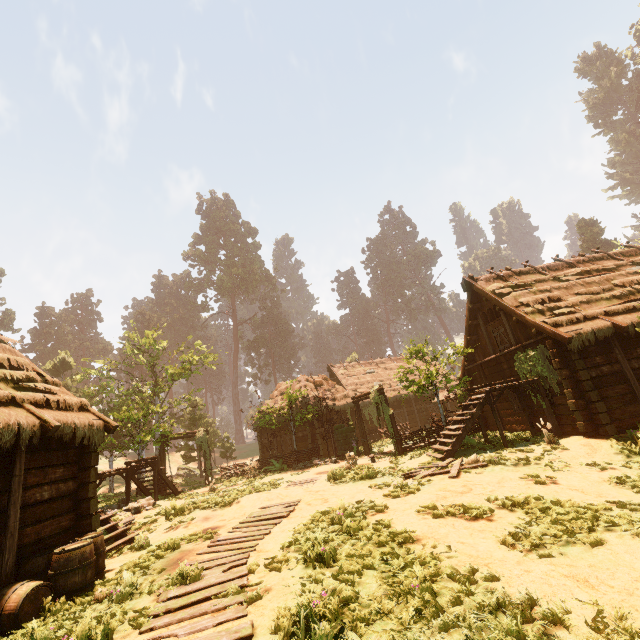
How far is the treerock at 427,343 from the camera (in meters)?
15.40

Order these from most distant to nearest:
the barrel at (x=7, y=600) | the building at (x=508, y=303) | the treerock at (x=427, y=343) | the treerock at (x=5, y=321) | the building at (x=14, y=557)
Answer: the treerock at (x=5, y=321)
the treerock at (x=427, y=343)
the building at (x=508, y=303)
the building at (x=14, y=557)
the barrel at (x=7, y=600)

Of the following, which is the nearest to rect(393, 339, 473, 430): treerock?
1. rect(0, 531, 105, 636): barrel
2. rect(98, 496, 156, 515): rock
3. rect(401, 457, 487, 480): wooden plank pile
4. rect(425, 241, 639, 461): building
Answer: rect(425, 241, 639, 461): building

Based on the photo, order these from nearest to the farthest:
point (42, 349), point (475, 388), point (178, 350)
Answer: point (475, 388)
point (178, 350)
point (42, 349)

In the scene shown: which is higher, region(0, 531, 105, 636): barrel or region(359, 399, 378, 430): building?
region(359, 399, 378, 430): building

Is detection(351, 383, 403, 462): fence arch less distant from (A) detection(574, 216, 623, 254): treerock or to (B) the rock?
(A) detection(574, 216, 623, 254): treerock

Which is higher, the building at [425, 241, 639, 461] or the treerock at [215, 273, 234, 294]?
the treerock at [215, 273, 234, 294]

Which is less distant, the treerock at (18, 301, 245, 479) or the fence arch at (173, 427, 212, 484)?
the treerock at (18, 301, 245, 479)
